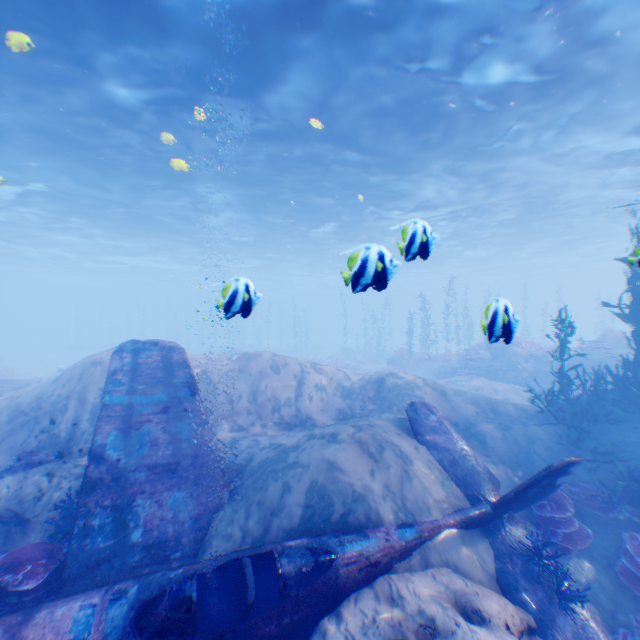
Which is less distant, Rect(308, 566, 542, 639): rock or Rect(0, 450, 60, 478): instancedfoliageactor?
Rect(308, 566, 542, 639): rock

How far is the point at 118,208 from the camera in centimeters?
2361cm

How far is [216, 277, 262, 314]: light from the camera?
4.3 meters

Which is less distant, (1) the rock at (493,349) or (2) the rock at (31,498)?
(2) the rock at (31,498)

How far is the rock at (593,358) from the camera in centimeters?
1709cm

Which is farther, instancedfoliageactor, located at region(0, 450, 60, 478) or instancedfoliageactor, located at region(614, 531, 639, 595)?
instancedfoliageactor, located at region(0, 450, 60, 478)

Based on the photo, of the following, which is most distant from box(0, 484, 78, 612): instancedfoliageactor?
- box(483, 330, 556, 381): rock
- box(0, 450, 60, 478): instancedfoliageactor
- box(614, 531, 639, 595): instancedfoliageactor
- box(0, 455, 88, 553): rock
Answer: box(483, 330, 556, 381): rock

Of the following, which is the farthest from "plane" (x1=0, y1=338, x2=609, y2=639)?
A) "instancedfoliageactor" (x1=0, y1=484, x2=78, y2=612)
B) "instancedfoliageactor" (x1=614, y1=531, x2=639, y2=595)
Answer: "instancedfoliageactor" (x1=614, y1=531, x2=639, y2=595)
